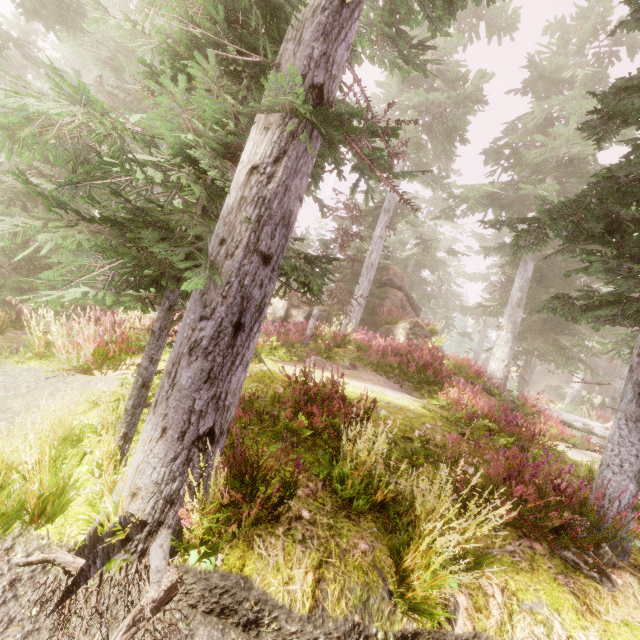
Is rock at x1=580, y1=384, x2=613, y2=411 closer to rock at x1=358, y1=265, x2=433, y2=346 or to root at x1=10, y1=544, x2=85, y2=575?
rock at x1=358, y1=265, x2=433, y2=346

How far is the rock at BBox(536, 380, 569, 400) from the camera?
35.4m

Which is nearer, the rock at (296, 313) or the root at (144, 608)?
the root at (144, 608)

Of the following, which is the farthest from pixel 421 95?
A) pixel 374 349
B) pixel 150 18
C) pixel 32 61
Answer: pixel 32 61

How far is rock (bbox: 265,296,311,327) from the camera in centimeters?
1898cm

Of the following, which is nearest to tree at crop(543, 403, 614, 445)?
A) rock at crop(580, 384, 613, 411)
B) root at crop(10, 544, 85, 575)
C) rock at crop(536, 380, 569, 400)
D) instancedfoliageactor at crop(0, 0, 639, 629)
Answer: instancedfoliageactor at crop(0, 0, 639, 629)

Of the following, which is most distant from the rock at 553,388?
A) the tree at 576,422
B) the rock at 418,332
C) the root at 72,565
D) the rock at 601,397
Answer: the root at 72,565

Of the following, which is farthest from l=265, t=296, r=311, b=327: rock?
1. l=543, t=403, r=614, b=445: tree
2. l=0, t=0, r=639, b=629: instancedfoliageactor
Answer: l=543, t=403, r=614, b=445: tree
